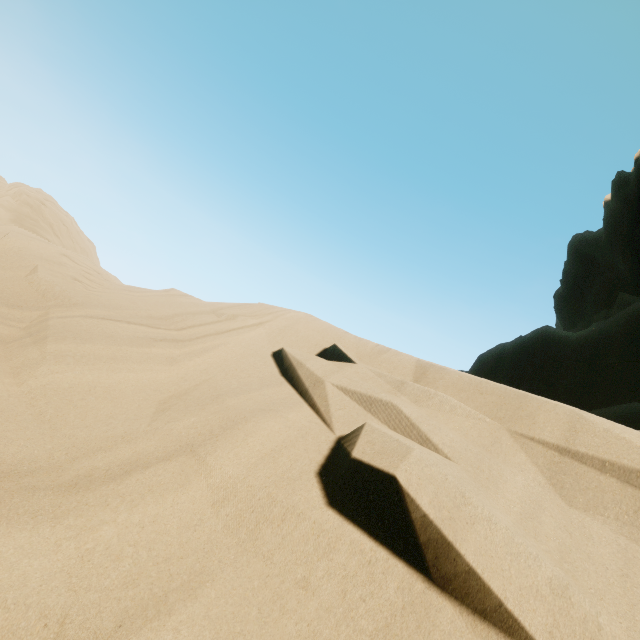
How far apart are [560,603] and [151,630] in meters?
1.8
